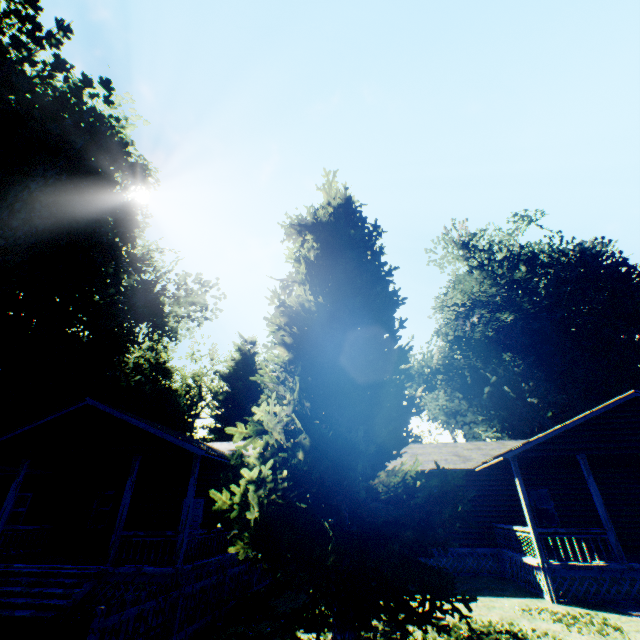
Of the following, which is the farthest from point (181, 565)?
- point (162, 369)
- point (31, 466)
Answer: point (162, 369)

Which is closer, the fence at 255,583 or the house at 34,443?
the fence at 255,583

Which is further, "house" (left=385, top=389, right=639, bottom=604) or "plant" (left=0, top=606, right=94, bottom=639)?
"house" (left=385, top=389, right=639, bottom=604)

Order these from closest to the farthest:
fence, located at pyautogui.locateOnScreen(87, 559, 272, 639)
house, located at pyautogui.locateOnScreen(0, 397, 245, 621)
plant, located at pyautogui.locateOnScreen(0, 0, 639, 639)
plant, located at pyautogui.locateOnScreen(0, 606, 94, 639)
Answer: fence, located at pyautogui.locateOnScreen(87, 559, 272, 639)
plant, located at pyautogui.locateOnScreen(0, 0, 639, 639)
plant, located at pyautogui.locateOnScreen(0, 606, 94, 639)
house, located at pyautogui.locateOnScreen(0, 397, 245, 621)

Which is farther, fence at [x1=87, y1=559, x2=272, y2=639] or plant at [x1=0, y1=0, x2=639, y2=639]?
plant at [x1=0, y1=0, x2=639, y2=639]

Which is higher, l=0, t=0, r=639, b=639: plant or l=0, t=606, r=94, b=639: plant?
l=0, t=0, r=639, b=639: plant

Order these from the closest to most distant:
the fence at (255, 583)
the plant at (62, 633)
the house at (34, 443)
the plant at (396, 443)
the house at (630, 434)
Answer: the fence at (255, 583) < the plant at (396, 443) < the plant at (62, 633) < the house at (34, 443) < the house at (630, 434)
